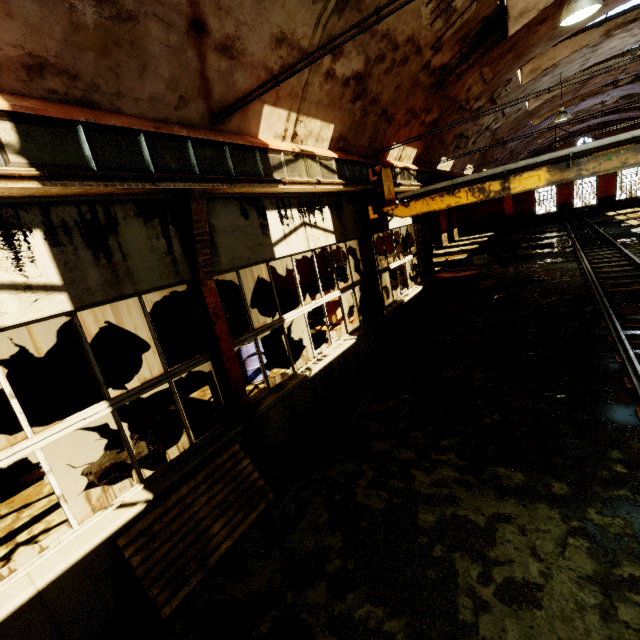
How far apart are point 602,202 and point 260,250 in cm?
3981

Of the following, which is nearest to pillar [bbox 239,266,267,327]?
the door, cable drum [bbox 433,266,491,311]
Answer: cable drum [bbox 433,266,491,311]

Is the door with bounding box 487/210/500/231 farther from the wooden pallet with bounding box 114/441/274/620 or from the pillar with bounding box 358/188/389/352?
the wooden pallet with bounding box 114/441/274/620

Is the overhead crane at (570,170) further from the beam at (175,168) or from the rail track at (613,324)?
the rail track at (613,324)

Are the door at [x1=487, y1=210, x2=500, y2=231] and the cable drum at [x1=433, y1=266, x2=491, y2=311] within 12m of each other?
no

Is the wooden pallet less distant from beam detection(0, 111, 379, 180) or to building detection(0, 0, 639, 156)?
beam detection(0, 111, 379, 180)

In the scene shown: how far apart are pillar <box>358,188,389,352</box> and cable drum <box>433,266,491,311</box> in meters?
3.6

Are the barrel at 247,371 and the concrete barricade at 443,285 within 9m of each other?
yes
